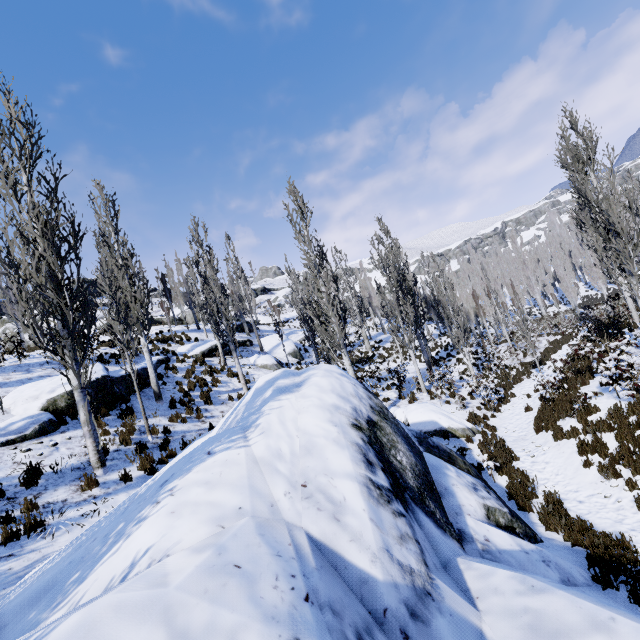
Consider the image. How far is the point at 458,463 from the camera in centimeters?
827cm

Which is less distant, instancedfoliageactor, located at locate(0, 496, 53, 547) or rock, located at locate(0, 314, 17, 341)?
instancedfoliageactor, located at locate(0, 496, 53, 547)

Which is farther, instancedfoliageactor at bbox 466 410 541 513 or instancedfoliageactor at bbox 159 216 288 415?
instancedfoliageactor at bbox 159 216 288 415

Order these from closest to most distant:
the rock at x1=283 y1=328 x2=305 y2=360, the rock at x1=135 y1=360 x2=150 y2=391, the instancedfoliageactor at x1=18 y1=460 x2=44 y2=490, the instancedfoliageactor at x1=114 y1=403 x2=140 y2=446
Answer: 1. the instancedfoliageactor at x1=18 y1=460 x2=44 y2=490
2. the instancedfoliageactor at x1=114 y1=403 x2=140 y2=446
3. the rock at x1=135 y1=360 x2=150 y2=391
4. the rock at x1=283 y1=328 x2=305 y2=360

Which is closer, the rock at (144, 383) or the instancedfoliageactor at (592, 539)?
the instancedfoliageactor at (592, 539)

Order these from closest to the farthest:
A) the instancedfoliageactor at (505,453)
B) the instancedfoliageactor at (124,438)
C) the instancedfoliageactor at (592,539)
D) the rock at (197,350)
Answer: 1. the instancedfoliageactor at (592,539)
2. the instancedfoliageactor at (505,453)
3. the instancedfoliageactor at (124,438)
4. the rock at (197,350)

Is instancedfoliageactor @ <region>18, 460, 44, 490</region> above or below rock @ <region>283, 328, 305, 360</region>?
below

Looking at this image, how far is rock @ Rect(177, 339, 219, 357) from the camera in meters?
20.4 m
